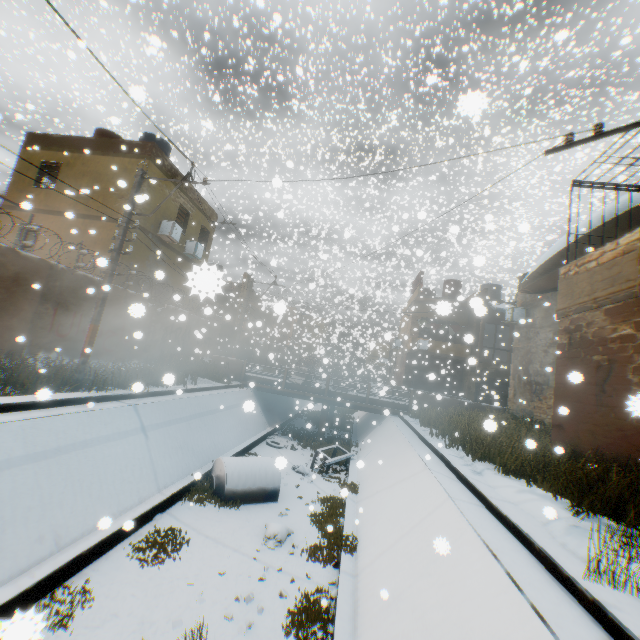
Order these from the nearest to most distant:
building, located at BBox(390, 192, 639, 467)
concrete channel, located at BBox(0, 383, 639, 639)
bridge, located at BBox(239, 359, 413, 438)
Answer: concrete channel, located at BBox(0, 383, 639, 639) → building, located at BBox(390, 192, 639, 467) → bridge, located at BBox(239, 359, 413, 438)

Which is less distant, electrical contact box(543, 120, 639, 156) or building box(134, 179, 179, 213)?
electrical contact box(543, 120, 639, 156)

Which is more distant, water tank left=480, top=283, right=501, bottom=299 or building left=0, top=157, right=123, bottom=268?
water tank left=480, top=283, right=501, bottom=299

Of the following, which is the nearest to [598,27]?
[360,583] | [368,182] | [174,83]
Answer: [360,583]

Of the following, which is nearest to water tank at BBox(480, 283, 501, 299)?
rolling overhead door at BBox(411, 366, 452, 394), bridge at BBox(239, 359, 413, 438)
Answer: rolling overhead door at BBox(411, 366, 452, 394)

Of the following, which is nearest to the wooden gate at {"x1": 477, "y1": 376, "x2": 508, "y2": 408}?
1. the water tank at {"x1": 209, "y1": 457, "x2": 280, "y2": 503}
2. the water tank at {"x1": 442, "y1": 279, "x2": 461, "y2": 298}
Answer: the water tank at {"x1": 442, "y1": 279, "x2": 461, "y2": 298}

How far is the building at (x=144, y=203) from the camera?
13.63m

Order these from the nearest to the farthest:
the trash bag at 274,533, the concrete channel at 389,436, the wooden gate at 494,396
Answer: the concrete channel at 389,436 < the trash bag at 274,533 < the wooden gate at 494,396
